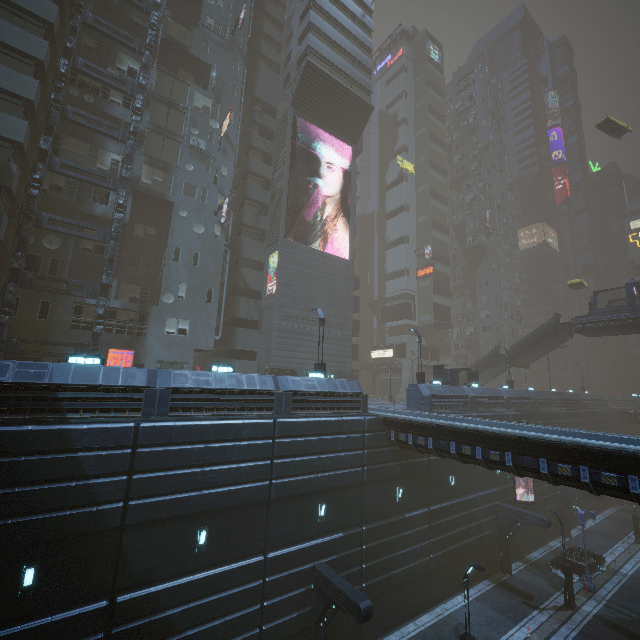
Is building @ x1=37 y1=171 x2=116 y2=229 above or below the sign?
below

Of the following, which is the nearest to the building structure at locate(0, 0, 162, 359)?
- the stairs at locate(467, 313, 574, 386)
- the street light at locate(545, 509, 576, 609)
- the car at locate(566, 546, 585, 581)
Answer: the street light at locate(545, 509, 576, 609)

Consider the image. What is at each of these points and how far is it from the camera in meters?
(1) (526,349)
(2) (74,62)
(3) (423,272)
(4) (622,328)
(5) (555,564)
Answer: (1) stairs, 36.8 m
(2) building structure, 22.4 m
(3) sign, 54.8 m
(4) bridge, 30.3 m
(5) car, 25.0 m

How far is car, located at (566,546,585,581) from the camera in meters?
24.0 m

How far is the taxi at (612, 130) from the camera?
40.4 meters

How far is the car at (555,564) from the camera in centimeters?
2461cm

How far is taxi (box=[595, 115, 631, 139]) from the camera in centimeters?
4041cm

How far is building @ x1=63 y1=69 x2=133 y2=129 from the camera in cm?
2388
